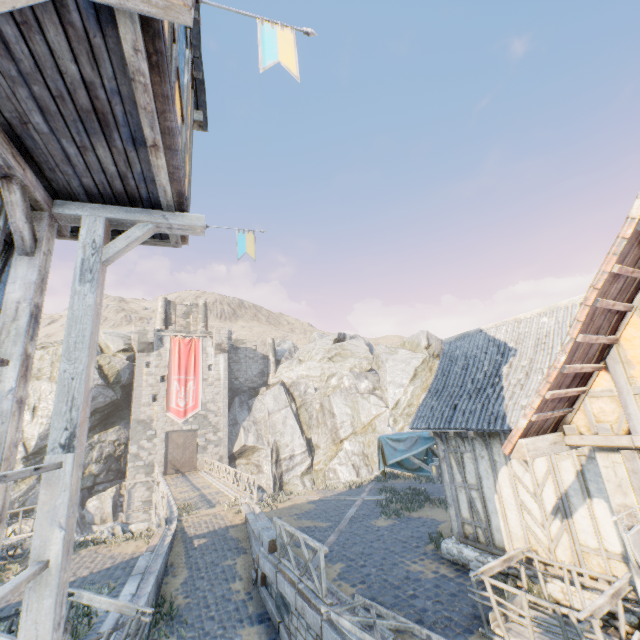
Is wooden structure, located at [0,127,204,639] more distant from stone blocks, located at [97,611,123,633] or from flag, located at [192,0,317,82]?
stone blocks, located at [97,611,123,633]

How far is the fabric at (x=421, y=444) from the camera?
11.0m

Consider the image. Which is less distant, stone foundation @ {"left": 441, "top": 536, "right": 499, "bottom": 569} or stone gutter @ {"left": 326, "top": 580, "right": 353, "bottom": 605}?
stone gutter @ {"left": 326, "top": 580, "right": 353, "bottom": 605}

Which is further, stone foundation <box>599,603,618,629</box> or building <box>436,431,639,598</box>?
stone foundation <box>599,603,618,629</box>

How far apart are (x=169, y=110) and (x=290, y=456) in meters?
34.5 m

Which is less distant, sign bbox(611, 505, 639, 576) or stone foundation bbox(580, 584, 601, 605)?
sign bbox(611, 505, 639, 576)

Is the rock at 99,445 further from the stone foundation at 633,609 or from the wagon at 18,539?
the stone foundation at 633,609

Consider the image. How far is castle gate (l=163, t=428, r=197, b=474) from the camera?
30.9 meters
